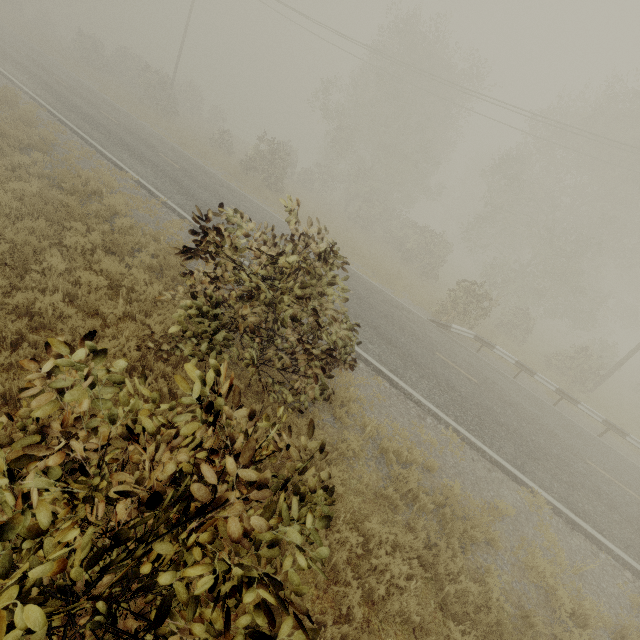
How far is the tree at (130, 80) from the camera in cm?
2852

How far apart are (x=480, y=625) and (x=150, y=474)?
5.61m

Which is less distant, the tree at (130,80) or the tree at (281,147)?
the tree at (281,147)

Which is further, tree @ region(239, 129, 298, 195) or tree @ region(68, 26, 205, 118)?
tree @ region(68, 26, 205, 118)

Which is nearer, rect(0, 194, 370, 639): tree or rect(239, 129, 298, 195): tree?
rect(0, 194, 370, 639): tree

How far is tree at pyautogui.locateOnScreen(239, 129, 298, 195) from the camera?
22.5m

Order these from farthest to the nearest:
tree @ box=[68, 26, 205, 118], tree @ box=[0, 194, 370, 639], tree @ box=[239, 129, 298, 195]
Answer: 1. tree @ box=[68, 26, 205, 118]
2. tree @ box=[239, 129, 298, 195]
3. tree @ box=[0, 194, 370, 639]

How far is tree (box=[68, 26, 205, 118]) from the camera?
28.5 meters
